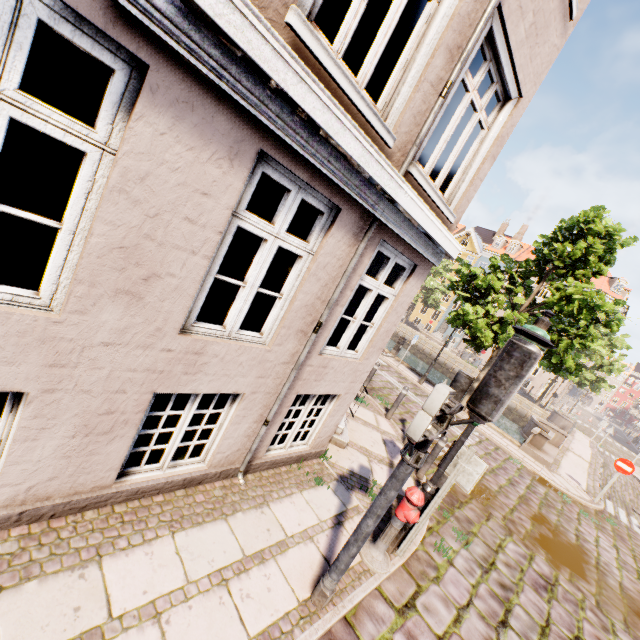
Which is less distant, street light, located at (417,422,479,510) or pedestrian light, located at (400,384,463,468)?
pedestrian light, located at (400,384,463,468)

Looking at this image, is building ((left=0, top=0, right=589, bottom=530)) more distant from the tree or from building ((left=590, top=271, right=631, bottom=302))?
building ((left=590, top=271, right=631, bottom=302))

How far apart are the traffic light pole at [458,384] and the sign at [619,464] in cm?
1351

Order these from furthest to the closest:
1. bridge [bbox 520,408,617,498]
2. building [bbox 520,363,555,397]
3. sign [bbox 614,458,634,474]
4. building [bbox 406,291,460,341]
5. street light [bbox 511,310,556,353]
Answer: building [bbox 406,291,460,341], building [bbox 520,363,555,397], bridge [bbox 520,408,617,498], sign [bbox 614,458,634,474], street light [bbox 511,310,556,353]

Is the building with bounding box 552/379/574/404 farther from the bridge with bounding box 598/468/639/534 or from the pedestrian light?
the pedestrian light

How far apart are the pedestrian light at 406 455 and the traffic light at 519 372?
0.09m

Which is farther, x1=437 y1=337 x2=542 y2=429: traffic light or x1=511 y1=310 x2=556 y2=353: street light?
x1=511 y1=310 x2=556 y2=353: street light

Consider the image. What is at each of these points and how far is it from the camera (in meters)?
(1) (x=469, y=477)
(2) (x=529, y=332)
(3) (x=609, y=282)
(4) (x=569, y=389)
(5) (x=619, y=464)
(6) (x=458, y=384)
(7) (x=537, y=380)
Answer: (1) sign, 4.32
(2) street light, 3.84
(3) building, 37.00
(4) building, 48.66
(5) sign, 11.58
(6) traffic light pole, 2.92
(7) building, 38.41
